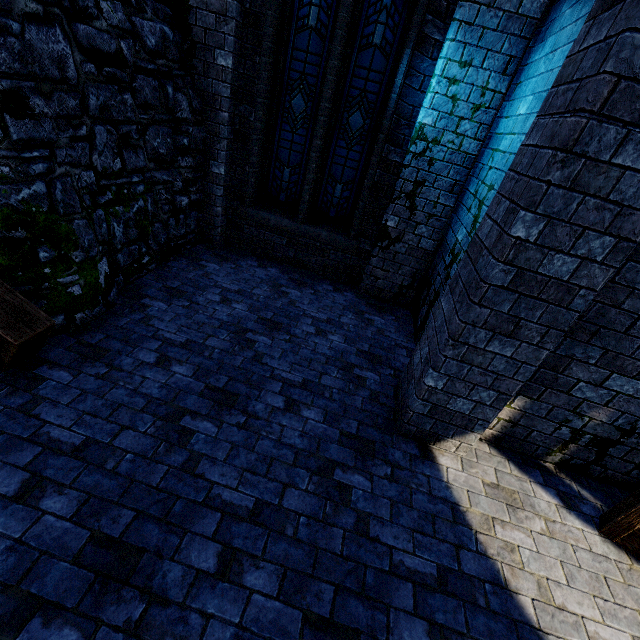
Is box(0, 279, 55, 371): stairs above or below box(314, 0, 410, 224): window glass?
below

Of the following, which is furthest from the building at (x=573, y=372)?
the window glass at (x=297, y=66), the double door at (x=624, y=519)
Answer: the window glass at (x=297, y=66)

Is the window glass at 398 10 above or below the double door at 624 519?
above

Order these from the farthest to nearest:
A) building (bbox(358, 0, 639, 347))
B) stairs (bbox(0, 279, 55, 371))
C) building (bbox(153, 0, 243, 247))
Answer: building (bbox(153, 0, 243, 247)), stairs (bbox(0, 279, 55, 371)), building (bbox(358, 0, 639, 347))

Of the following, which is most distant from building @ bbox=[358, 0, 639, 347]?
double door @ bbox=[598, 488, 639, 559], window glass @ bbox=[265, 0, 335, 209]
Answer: window glass @ bbox=[265, 0, 335, 209]

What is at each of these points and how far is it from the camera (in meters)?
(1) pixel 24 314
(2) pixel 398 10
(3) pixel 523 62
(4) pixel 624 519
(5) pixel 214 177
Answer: (1) stairs, 2.80
(2) window glass, 4.48
(3) building, 4.16
(4) double door, 2.88
(5) building, 5.54

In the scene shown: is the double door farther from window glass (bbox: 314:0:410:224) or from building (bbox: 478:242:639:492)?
window glass (bbox: 314:0:410:224)

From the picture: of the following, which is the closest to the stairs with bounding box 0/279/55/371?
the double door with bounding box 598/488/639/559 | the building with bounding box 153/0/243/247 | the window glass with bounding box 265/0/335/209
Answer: the building with bounding box 153/0/243/247
